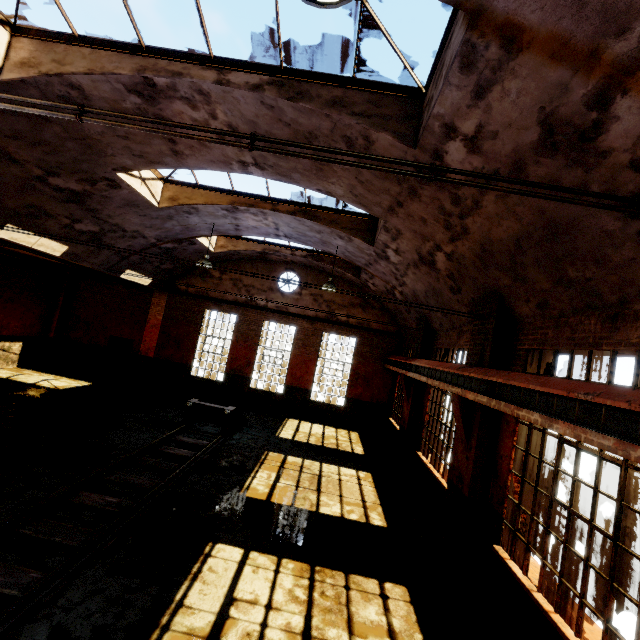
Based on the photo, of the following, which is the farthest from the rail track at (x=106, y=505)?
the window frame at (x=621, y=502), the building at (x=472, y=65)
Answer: the window frame at (x=621, y=502)

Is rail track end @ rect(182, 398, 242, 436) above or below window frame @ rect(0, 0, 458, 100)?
below

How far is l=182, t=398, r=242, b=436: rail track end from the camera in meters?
11.2 m

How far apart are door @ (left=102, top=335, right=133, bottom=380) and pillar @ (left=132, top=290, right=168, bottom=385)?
0.4m

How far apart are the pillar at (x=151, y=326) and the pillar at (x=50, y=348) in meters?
4.4

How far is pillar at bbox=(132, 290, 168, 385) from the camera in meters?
16.6 m

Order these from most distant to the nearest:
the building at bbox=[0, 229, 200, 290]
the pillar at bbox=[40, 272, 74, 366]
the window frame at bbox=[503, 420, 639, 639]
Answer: the pillar at bbox=[40, 272, 74, 366] < the building at bbox=[0, 229, 200, 290] < the window frame at bbox=[503, 420, 639, 639]

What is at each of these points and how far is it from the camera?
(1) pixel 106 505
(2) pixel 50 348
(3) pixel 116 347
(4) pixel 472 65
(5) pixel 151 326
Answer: (1) rail track, 6.1m
(2) pillar, 16.6m
(3) door, 16.9m
(4) building, 3.4m
(5) pillar, 16.8m
